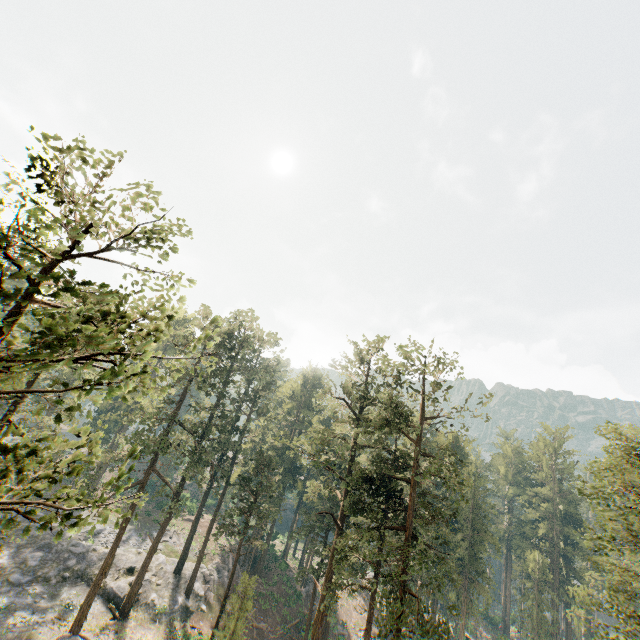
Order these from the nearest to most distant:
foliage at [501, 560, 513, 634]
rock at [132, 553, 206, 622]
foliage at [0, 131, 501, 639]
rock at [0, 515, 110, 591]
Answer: foliage at [0, 131, 501, 639] < rock at [0, 515, 110, 591] < rock at [132, 553, 206, 622] < foliage at [501, 560, 513, 634]

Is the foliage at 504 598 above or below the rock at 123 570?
above

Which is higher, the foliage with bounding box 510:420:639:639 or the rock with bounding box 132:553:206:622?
the foliage with bounding box 510:420:639:639

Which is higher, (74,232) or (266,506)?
(74,232)

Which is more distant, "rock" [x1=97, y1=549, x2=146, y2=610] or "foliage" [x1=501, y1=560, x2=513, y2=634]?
Result: "foliage" [x1=501, y1=560, x2=513, y2=634]

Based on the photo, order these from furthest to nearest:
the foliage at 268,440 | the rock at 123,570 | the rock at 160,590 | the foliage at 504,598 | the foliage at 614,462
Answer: the foliage at 504,598 < the rock at 160,590 < the rock at 123,570 < the foliage at 614,462 < the foliage at 268,440
